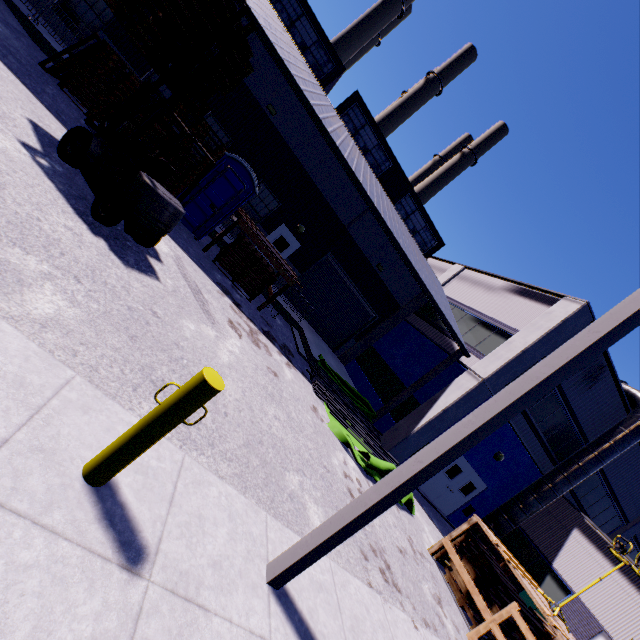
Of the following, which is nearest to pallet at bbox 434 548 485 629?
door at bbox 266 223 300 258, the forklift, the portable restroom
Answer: the forklift

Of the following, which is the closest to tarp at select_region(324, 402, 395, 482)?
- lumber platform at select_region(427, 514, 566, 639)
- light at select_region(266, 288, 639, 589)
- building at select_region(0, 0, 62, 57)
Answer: lumber platform at select_region(427, 514, 566, 639)

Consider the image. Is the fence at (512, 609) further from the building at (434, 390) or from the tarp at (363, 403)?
the tarp at (363, 403)

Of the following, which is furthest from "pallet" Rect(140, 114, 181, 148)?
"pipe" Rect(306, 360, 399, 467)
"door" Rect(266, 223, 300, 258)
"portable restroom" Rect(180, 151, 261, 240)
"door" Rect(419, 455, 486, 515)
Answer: "door" Rect(419, 455, 486, 515)

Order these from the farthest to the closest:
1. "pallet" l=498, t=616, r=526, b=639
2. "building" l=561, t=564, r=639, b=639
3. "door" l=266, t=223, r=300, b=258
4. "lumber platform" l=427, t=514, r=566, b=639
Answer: "door" l=266, t=223, r=300, b=258 → "building" l=561, t=564, r=639, b=639 → "pallet" l=498, t=616, r=526, b=639 → "lumber platform" l=427, t=514, r=566, b=639

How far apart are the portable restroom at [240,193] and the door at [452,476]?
13.7 meters

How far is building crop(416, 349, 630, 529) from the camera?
14.3 meters

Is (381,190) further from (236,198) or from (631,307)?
(631,307)
